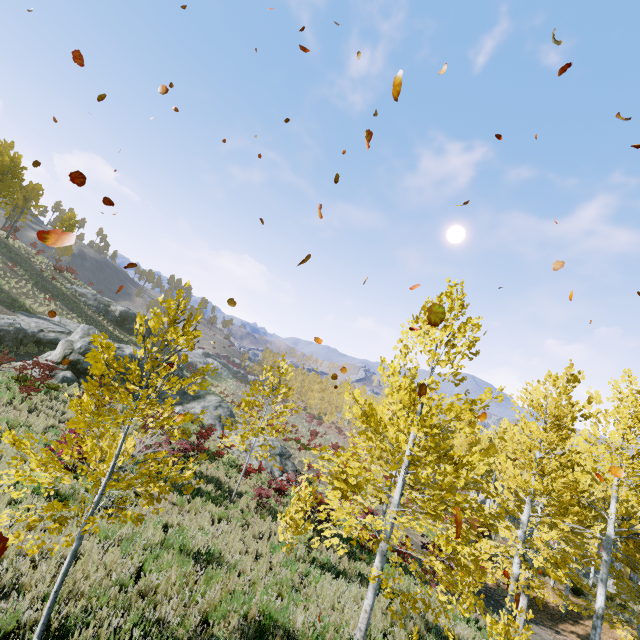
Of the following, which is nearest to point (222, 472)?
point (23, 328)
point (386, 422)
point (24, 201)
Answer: point (386, 422)

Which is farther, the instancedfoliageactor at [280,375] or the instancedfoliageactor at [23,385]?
the instancedfoliageactor at [23,385]

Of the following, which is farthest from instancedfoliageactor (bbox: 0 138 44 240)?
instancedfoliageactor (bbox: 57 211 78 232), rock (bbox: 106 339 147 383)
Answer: instancedfoliageactor (bbox: 57 211 78 232)

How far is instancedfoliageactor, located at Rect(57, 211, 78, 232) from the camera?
36.59m

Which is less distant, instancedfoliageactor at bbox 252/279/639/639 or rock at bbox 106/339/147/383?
instancedfoliageactor at bbox 252/279/639/639

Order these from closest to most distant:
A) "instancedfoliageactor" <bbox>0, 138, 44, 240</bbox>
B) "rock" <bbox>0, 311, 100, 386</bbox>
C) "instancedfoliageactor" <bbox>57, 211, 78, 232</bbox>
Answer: "rock" <bbox>0, 311, 100, 386</bbox> < "instancedfoliageactor" <bbox>0, 138, 44, 240</bbox> < "instancedfoliageactor" <bbox>57, 211, 78, 232</bbox>

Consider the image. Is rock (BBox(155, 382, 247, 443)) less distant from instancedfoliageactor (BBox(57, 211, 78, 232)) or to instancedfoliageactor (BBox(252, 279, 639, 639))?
instancedfoliageactor (BBox(252, 279, 639, 639))

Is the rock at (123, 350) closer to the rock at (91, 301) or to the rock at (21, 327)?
the rock at (21, 327)
